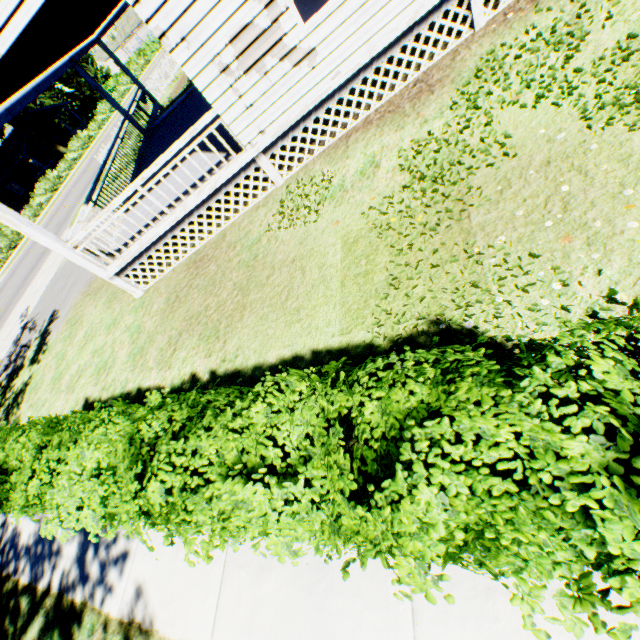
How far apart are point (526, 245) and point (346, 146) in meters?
4.7 m

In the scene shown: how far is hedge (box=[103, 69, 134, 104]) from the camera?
40.2m

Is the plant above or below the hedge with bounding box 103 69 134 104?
above

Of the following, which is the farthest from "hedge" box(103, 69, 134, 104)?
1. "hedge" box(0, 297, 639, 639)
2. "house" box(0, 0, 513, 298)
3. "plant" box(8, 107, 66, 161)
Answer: "hedge" box(0, 297, 639, 639)

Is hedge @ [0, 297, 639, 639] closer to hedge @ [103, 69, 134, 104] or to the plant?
the plant

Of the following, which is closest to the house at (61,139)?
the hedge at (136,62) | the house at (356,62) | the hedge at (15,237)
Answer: the hedge at (15,237)

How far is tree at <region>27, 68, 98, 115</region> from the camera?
50.94m

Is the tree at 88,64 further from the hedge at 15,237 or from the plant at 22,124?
the hedge at 15,237
